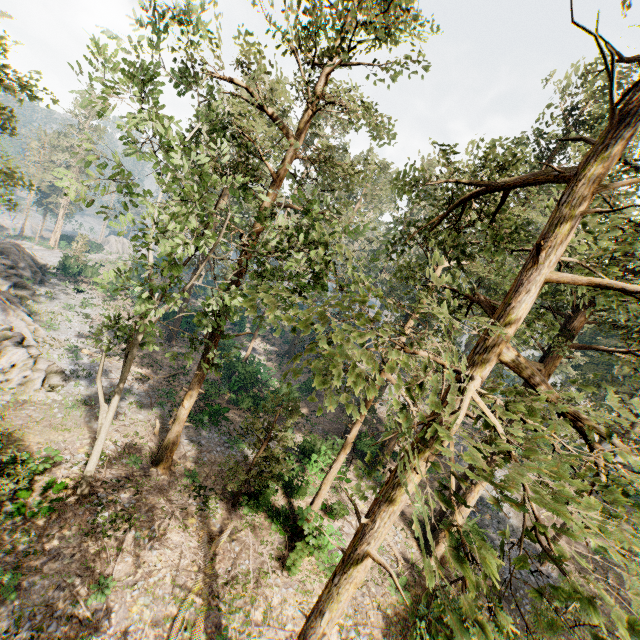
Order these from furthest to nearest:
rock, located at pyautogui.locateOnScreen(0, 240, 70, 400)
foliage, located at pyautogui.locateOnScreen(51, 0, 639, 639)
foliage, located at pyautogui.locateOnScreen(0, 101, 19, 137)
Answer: rock, located at pyautogui.locateOnScreen(0, 240, 70, 400), foliage, located at pyautogui.locateOnScreen(0, 101, 19, 137), foliage, located at pyautogui.locateOnScreen(51, 0, 639, 639)

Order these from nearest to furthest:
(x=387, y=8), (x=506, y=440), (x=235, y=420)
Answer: (x=506, y=440) < (x=387, y=8) < (x=235, y=420)

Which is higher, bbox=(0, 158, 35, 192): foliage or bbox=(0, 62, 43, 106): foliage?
bbox=(0, 62, 43, 106): foliage

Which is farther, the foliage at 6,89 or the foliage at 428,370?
the foliage at 6,89

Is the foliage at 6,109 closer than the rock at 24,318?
Yes

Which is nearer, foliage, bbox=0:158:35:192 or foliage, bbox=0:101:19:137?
foliage, bbox=0:158:35:192
